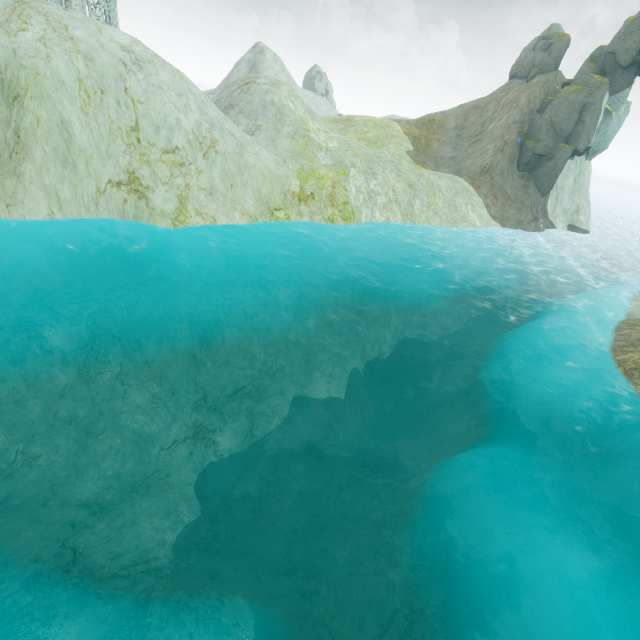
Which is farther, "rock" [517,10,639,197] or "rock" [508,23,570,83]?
"rock" [508,23,570,83]

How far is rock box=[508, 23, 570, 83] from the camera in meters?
35.9 m

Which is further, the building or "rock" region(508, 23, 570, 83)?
"rock" region(508, 23, 570, 83)

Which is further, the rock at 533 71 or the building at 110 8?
the rock at 533 71

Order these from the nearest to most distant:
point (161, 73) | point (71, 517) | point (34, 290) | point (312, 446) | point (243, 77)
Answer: point (71, 517) < point (34, 290) < point (312, 446) < point (161, 73) < point (243, 77)

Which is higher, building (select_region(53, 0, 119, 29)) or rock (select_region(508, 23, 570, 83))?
rock (select_region(508, 23, 570, 83))

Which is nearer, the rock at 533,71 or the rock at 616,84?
the rock at 616,84
